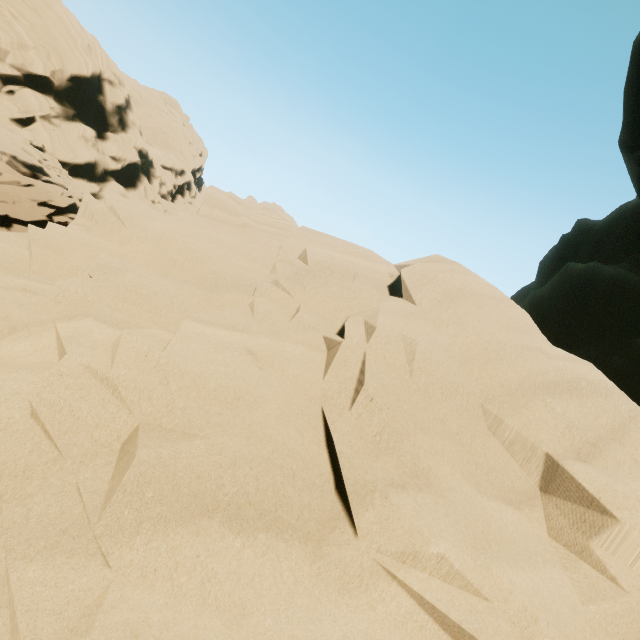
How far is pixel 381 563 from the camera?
1.8m
